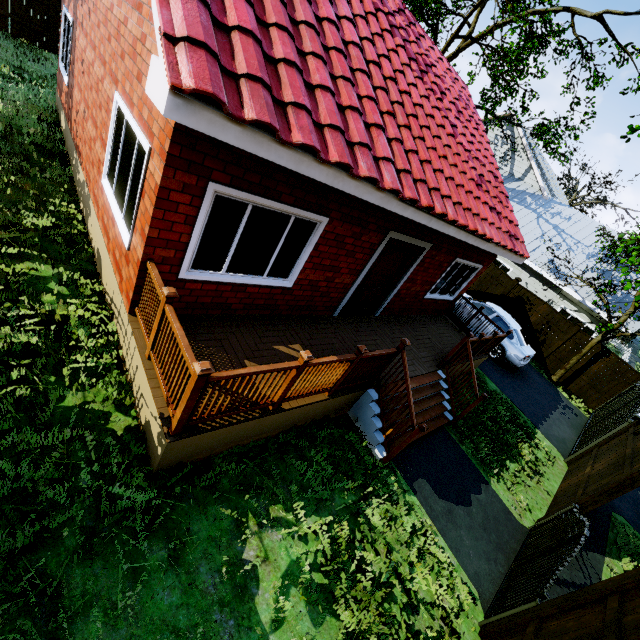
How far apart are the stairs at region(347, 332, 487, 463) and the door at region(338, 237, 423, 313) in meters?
1.9 m

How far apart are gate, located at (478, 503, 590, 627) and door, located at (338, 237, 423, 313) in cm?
537

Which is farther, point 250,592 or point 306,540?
point 306,540

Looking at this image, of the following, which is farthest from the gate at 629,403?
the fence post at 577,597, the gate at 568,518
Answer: the fence post at 577,597

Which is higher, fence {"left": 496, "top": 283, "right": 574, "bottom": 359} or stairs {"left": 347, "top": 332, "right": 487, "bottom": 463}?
fence {"left": 496, "top": 283, "right": 574, "bottom": 359}

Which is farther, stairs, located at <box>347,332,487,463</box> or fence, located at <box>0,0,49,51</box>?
fence, located at <box>0,0,49,51</box>

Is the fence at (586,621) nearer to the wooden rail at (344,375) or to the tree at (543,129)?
the wooden rail at (344,375)

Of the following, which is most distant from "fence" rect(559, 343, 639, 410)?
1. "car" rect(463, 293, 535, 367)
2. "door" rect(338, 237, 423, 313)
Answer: "door" rect(338, 237, 423, 313)
